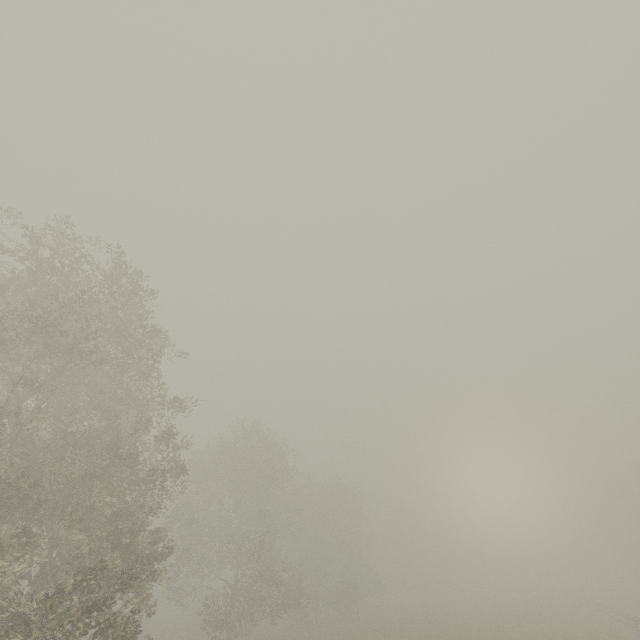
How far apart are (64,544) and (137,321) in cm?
1034
